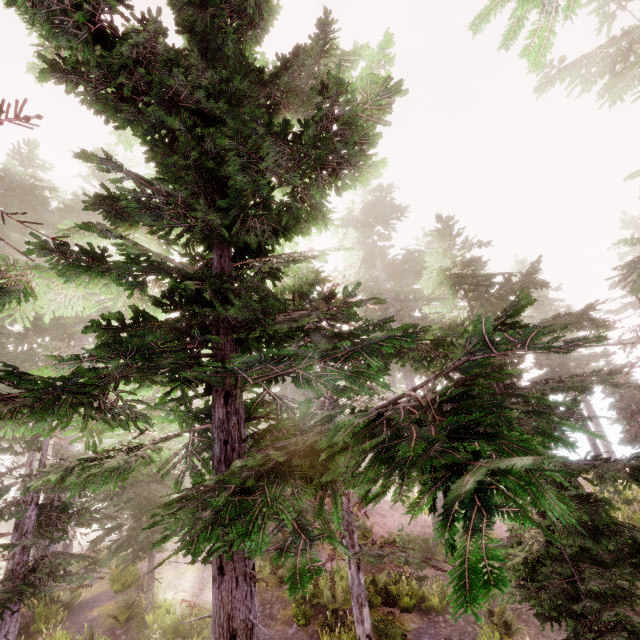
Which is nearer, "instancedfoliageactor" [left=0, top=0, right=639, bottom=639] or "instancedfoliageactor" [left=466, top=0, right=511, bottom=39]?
"instancedfoliageactor" [left=0, top=0, right=639, bottom=639]

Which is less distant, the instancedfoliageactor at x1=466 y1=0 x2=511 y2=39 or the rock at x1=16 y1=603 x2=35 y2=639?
the instancedfoliageactor at x1=466 y1=0 x2=511 y2=39

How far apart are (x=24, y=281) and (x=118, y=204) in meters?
2.1 m

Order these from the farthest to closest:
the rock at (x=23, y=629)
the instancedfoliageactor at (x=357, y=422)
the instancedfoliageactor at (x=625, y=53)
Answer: the rock at (x=23, y=629) < the instancedfoliageactor at (x=625, y=53) < the instancedfoliageactor at (x=357, y=422)

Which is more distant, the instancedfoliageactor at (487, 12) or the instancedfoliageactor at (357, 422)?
the instancedfoliageactor at (487, 12)

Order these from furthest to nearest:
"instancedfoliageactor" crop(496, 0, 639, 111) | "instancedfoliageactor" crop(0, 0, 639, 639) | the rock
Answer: the rock, "instancedfoliageactor" crop(496, 0, 639, 111), "instancedfoliageactor" crop(0, 0, 639, 639)
